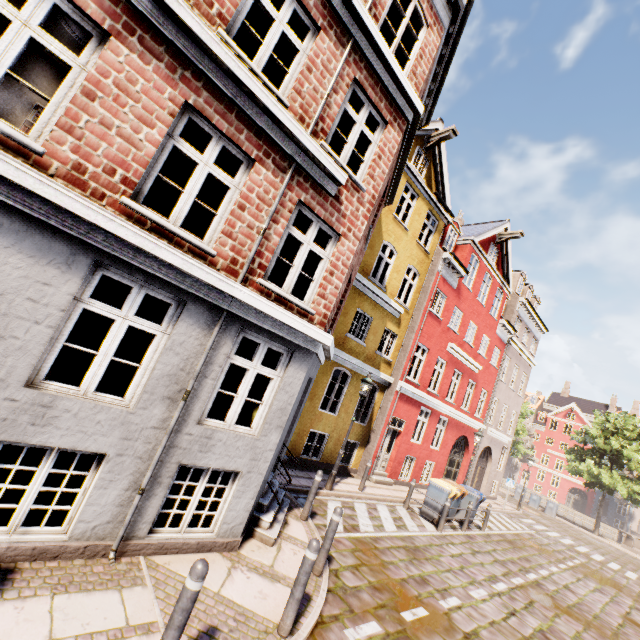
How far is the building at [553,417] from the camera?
49.3m

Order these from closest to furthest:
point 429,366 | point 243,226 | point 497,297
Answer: point 243,226, point 429,366, point 497,297

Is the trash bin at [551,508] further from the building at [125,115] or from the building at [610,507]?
the building at [125,115]

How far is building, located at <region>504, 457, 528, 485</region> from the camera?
54.9m

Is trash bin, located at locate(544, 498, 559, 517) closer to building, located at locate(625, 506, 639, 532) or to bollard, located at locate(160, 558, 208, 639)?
building, located at locate(625, 506, 639, 532)

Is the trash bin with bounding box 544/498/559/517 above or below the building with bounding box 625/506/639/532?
below
